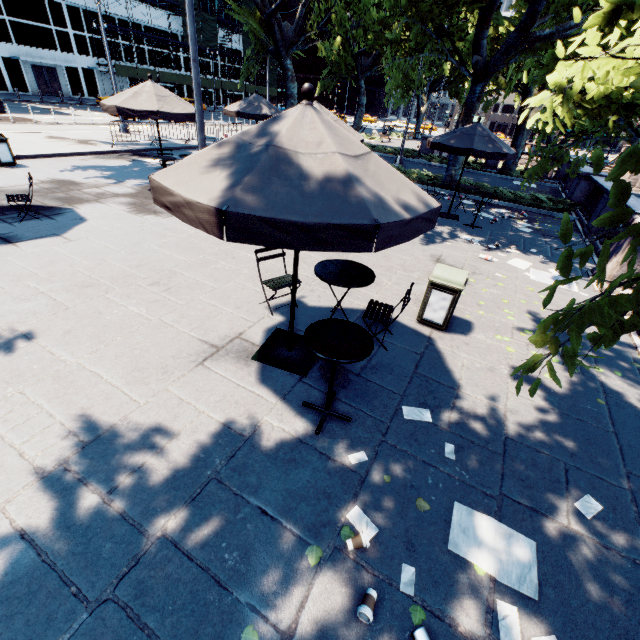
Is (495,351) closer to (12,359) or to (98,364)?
(98,364)

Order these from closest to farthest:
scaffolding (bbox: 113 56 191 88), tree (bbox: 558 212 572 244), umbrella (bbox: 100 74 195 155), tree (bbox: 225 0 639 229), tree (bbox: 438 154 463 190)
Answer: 1. tree (bbox: 558 212 572 244)
2. tree (bbox: 225 0 639 229)
3. umbrella (bbox: 100 74 195 155)
4. tree (bbox: 438 154 463 190)
5. scaffolding (bbox: 113 56 191 88)

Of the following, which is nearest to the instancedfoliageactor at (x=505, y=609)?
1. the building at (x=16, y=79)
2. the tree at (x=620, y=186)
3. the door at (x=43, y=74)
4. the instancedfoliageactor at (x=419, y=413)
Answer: the instancedfoliageactor at (x=419, y=413)

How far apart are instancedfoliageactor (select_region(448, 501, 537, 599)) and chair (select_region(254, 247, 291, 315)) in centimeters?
364cm

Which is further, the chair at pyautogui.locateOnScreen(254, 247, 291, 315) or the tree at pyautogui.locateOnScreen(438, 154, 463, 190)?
the tree at pyautogui.locateOnScreen(438, 154, 463, 190)

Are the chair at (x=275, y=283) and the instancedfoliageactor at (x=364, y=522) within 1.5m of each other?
no

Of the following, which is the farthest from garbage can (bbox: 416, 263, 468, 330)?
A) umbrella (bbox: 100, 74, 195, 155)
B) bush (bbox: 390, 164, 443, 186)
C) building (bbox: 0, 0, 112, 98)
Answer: building (bbox: 0, 0, 112, 98)

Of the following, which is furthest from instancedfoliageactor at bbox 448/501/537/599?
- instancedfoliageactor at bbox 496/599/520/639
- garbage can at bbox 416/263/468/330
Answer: garbage can at bbox 416/263/468/330
